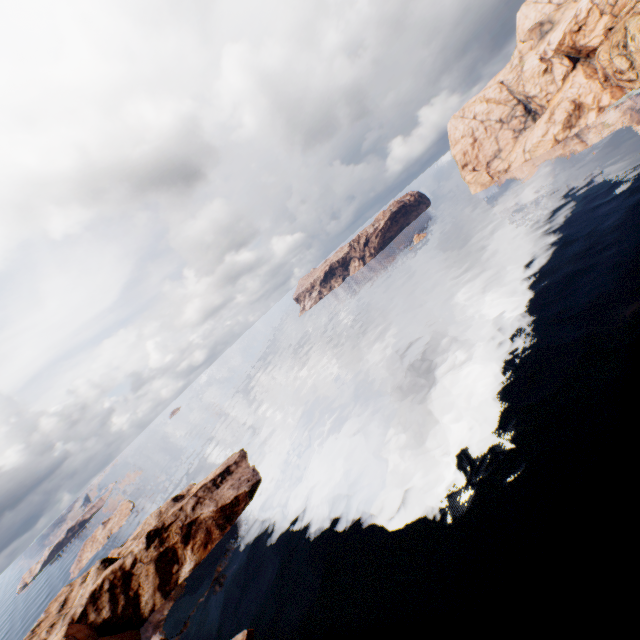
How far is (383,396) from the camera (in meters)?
57.16
